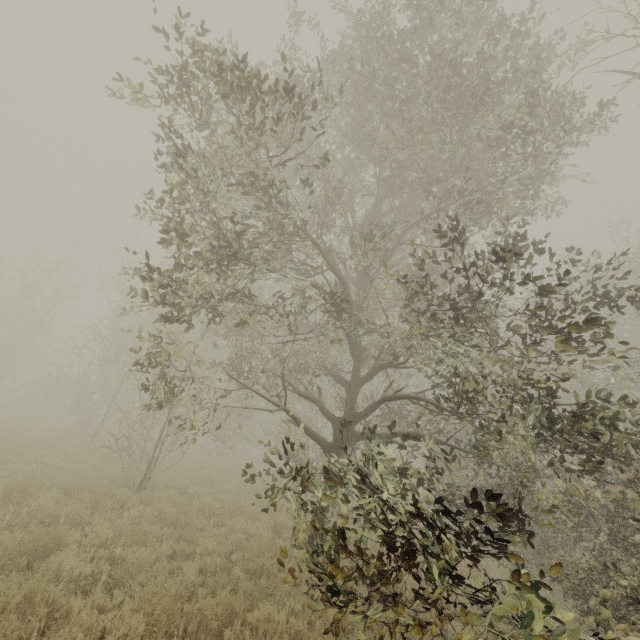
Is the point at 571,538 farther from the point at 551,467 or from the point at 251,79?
the point at 251,79
